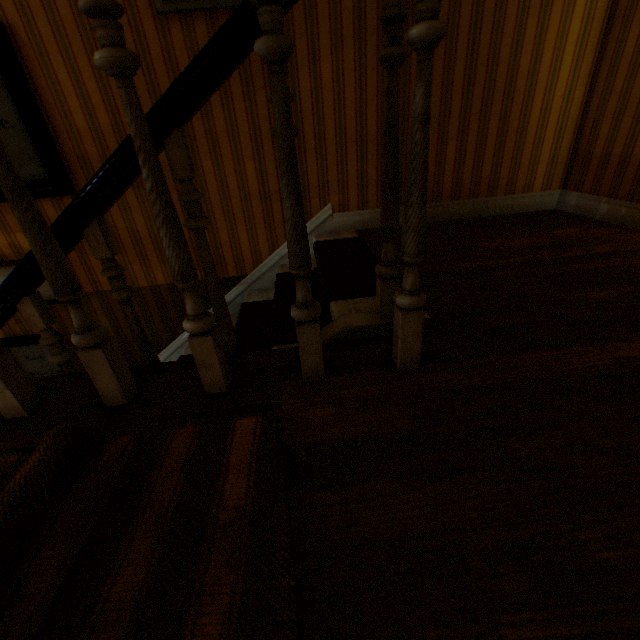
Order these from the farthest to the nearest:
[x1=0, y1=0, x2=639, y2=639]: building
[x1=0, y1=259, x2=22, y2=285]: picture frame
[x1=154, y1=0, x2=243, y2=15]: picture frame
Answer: [x1=0, y1=259, x2=22, y2=285]: picture frame, [x1=154, y1=0, x2=243, y2=15]: picture frame, [x1=0, y1=0, x2=639, y2=639]: building

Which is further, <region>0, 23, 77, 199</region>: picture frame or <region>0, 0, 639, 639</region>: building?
<region>0, 23, 77, 199</region>: picture frame

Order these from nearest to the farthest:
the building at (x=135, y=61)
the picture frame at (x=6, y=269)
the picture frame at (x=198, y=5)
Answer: the building at (x=135, y=61)
the picture frame at (x=198, y=5)
the picture frame at (x=6, y=269)

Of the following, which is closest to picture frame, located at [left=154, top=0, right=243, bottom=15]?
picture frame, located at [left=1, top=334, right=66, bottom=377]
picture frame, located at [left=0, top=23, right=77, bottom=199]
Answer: picture frame, located at [left=0, top=23, right=77, bottom=199]

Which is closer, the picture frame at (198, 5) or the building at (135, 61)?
the building at (135, 61)

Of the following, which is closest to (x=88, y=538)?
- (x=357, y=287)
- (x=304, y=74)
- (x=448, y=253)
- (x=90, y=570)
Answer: (x=90, y=570)

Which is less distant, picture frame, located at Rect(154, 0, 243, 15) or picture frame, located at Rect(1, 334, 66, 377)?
picture frame, located at Rect(154, 0, 243, 15)

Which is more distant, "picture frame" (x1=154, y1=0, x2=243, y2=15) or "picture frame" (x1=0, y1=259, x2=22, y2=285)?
"picture frame" (x1=0, y1=259, x2=22, y2=285)
